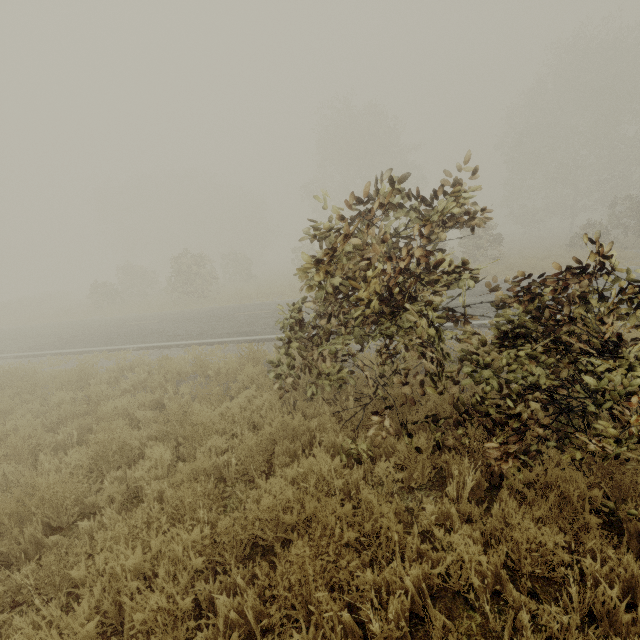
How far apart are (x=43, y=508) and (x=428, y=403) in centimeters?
495cm
